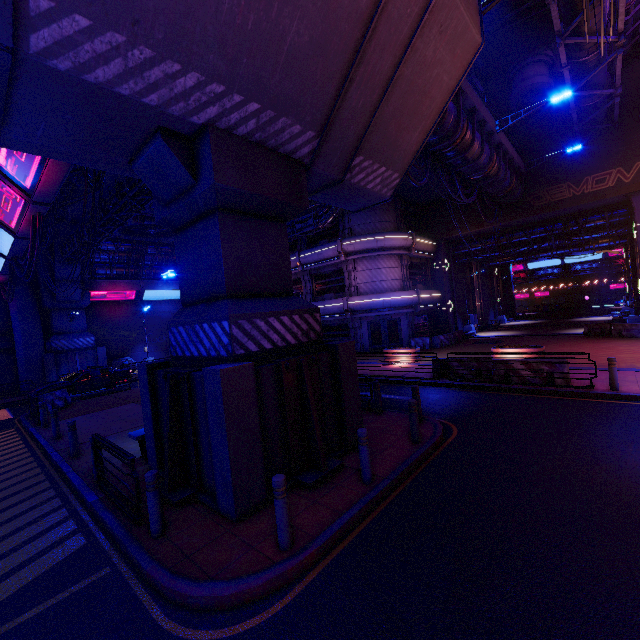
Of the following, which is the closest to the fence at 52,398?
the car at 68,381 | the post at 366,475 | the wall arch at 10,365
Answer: the car at 68,381

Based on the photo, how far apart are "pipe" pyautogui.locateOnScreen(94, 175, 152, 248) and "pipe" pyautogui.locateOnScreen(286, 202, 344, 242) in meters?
11.7

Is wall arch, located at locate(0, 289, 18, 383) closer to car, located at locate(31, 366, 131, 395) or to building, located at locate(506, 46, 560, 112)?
car, located at locate(31, 366, 131, 395)

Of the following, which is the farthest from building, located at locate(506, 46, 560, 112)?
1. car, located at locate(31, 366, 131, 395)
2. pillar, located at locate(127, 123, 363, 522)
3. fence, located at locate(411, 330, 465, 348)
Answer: car, located at locate(31, 366, 131, 395)

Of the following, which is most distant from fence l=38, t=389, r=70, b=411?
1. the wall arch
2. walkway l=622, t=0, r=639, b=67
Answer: walkway l=622, t=0, r=639, b=67

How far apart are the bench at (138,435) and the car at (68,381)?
14.42m

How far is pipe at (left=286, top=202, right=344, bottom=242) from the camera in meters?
23.1 m

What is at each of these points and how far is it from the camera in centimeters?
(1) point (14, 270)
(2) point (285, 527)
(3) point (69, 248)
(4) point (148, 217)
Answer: (1) cable, 1845cm
(2) post, 478cm
(3) pipe, 2275cm
(4) vent, 2308cm
